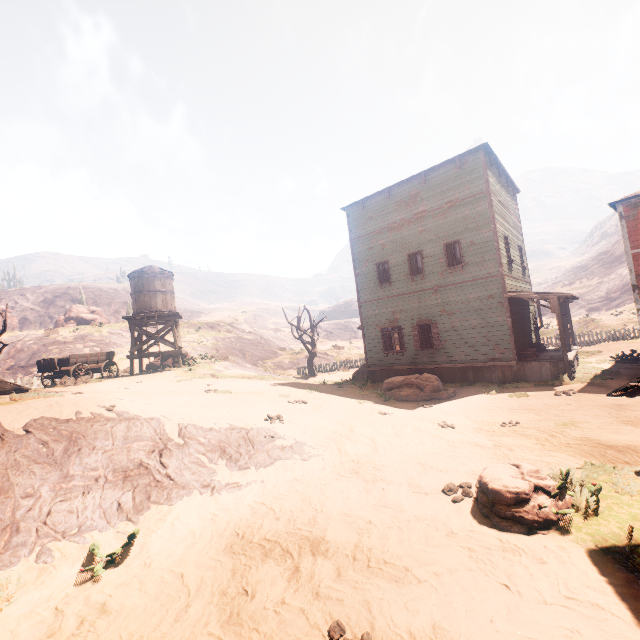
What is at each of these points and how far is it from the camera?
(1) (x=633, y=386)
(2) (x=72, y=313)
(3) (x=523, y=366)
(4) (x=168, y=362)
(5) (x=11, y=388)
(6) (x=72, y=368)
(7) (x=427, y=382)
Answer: (1) well, 4.11m
(2) instancedfoliageactor, 36.66m
(3) building, 14.30m
(4) instancedfoliageactor, 23.50m
(5) building, 13.20m
(6) carraige, 15.95m
(7) instancedfoliageactor, 14.21m

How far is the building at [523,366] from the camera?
14.8 meters

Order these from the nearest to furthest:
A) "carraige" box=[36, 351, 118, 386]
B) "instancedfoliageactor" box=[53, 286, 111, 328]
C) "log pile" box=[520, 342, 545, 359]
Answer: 1. "log pile" box=[520, 342, 545, 359]
2. "carraige" box=[36, 351, 118, 386]
3. "instancedfoliageactor" box=[53, 286, 111, 328]

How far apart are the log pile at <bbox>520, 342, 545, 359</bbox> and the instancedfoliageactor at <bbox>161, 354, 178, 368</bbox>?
21.6 meters

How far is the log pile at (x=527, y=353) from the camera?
14.6m

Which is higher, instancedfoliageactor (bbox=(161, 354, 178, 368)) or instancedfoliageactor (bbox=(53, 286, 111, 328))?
instancedfoliageactor (bbox=(53, 286, 111, 328))

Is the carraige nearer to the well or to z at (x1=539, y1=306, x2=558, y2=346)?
z at (x1=539, y1=306, x2=558, y2=346)

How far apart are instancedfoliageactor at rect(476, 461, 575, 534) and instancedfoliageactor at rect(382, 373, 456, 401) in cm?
742
